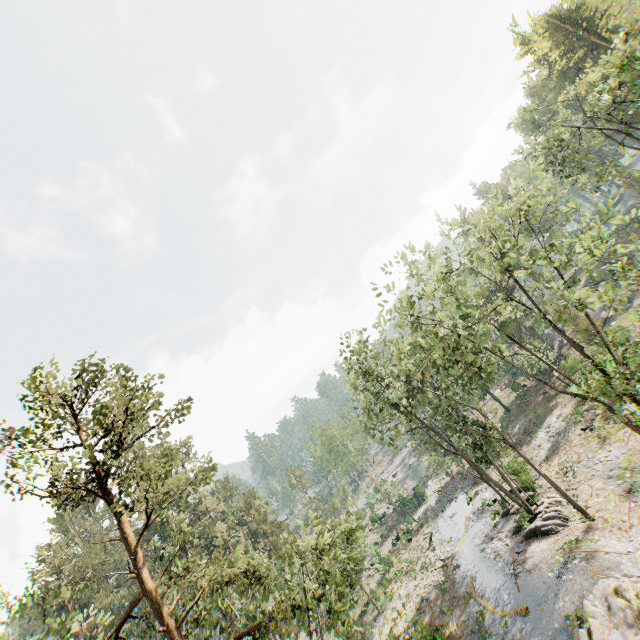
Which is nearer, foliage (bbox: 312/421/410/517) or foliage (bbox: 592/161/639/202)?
foliage (bbox: 592/161/639/202)

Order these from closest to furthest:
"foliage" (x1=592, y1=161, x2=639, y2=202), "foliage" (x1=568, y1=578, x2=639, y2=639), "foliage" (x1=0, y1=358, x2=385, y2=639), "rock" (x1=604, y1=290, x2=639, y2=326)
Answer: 1. "foliage" (x1=0, y1=358, x2=385, y2=639)
2. "foliage" (x1=568, y1=578, x2=639, y2=639)
3. "foliage" (x1=592, y1=161, x2=639, y2=202)
4. "rock" (x1=604, y1=290, x2=639, y2=326)

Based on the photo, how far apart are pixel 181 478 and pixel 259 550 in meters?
39.2 m

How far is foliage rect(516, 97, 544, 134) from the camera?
27.8m

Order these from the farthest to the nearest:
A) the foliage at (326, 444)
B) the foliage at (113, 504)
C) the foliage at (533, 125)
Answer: the foliage at (326, 444), the foliage at (533, 125), the foliage at (113, 504)

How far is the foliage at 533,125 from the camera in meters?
27.8

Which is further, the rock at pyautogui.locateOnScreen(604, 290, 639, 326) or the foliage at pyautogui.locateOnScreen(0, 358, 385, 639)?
the rock at pyautogui.locateOnScreen(604, 290, 639, 326)
